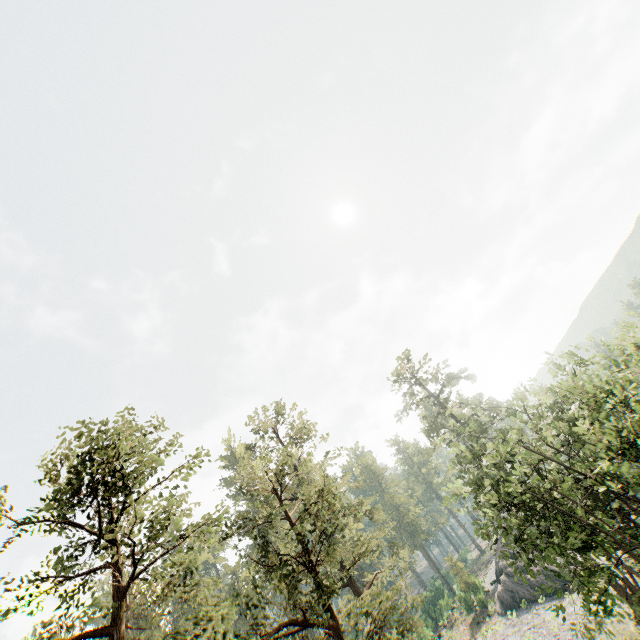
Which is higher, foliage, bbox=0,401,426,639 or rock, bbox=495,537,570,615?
foliage, bbox=0,401,426,639

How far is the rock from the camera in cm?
3662

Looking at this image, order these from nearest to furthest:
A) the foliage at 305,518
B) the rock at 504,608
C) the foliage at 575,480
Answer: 1. the foliage at 305,518
2. the foliage at 575,480
3. the rock at 504,608

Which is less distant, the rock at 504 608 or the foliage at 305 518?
the foliage at 305 518

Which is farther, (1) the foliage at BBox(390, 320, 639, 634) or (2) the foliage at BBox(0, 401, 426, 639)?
(1) the foliage at BBox(390, 320, 639, 634)

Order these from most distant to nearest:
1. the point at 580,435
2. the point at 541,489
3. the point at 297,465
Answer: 1. the point at 297,465
2. the point at 541,489
3. the point at 580,435

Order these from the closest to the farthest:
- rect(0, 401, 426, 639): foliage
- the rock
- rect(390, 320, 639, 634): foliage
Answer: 1. rect(0, 401, 426, 639): foliage
2. rect(390, 320, 639, 634): foliage
3. the rock
